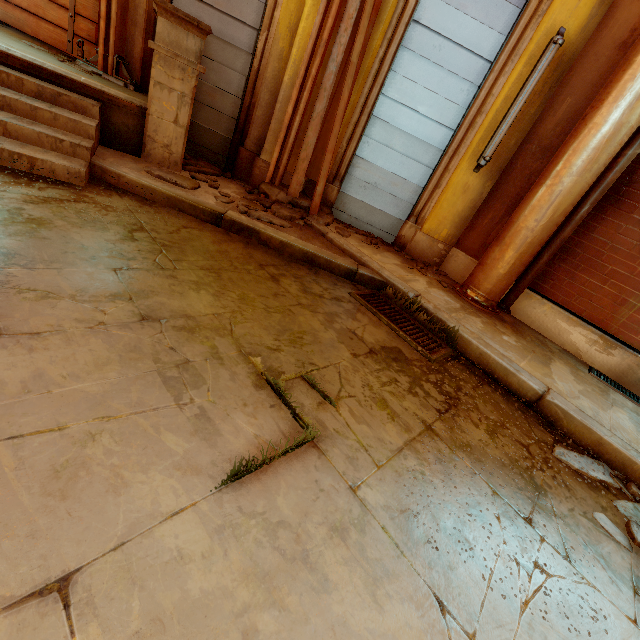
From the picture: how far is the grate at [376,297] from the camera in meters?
3.0

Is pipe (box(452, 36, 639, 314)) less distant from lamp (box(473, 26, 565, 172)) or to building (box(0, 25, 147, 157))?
building (box(0, 25, 147, 157))

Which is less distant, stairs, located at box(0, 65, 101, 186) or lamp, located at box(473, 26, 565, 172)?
stairs, located at box(0, 65, 101, 186)

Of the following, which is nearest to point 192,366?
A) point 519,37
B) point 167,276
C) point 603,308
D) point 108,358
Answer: point 108,358

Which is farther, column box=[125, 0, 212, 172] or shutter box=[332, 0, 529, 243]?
shutter box=[332, 0, 529, 243]

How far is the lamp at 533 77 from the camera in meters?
3.8 m

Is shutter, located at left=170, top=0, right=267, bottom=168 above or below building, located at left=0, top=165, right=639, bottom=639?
above

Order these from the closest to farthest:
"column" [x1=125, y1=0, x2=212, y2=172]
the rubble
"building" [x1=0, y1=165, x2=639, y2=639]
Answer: "building" [x1=0, y1=165, x2=639, y2=639] < "column" [x1=125, y1=0, x2=212, y2=172] < the rubble
